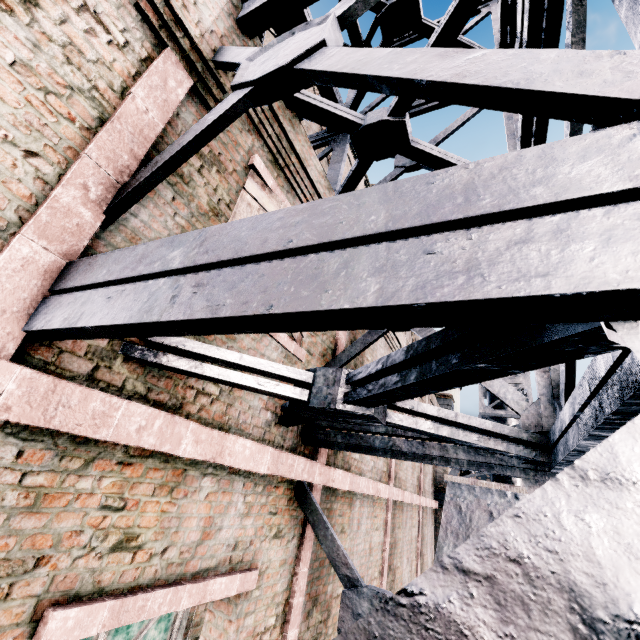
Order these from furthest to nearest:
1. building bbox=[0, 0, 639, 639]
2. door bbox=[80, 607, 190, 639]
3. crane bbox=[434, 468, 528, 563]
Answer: crane bbox=[434, 468, 528, 563] → door bbox=[80, 607, 190, 639] → building bbox=[0, 0, 639, 639]

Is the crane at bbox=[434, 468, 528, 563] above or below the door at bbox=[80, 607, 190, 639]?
above

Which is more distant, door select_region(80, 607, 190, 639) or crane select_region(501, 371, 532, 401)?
crane select_region(501, 371, 532, 401)

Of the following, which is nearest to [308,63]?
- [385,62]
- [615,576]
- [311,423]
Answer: [385,62]

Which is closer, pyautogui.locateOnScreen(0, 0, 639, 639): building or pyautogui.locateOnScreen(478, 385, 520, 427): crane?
pyautogui.locateOnScreen(0, 0, 639, 639): building

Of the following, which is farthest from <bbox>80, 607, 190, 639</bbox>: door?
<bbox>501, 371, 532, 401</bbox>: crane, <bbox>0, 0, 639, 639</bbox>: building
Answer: <bbox>501, 371, 532, 401</bbox>: crane

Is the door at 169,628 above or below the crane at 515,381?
below

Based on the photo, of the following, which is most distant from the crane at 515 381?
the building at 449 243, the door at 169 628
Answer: the door at 169 628
